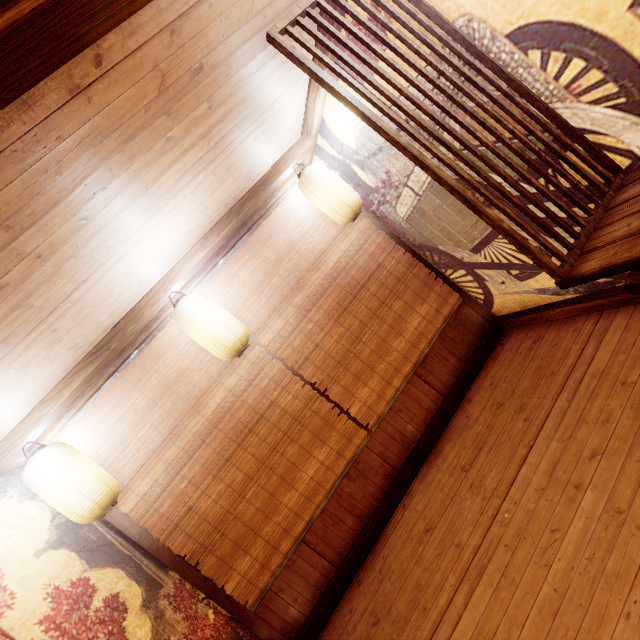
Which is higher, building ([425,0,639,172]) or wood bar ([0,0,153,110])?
wood bar ([0,0,153,110])

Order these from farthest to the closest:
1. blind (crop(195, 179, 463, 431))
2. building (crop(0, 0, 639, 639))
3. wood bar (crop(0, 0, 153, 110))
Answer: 1. blind (crop(195, 179, 463, 431))
2. building (crop(0, 0, 639, 639))
3. wood bar (crop(0, 0, 153, 110))

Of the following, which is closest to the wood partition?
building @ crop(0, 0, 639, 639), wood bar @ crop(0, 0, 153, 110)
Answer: building @ crop(0, 0, 639, 639)

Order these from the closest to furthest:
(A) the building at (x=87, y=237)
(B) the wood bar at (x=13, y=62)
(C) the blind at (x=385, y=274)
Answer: (B) the wood bar at (x=13, y=62) < (A) the building at (x=87, y=237) < (C) the blind at (x=385, y=274)

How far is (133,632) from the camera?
3.67m

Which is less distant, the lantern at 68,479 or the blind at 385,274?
the lantern at 68,479

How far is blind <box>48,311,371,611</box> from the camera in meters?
5.1

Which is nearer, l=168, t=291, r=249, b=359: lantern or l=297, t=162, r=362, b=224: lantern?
l=168, t=291, r=249, b=359: lantern
